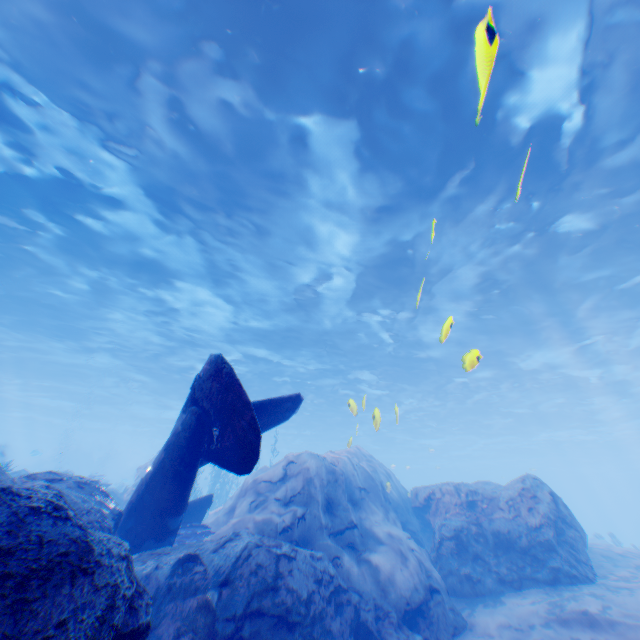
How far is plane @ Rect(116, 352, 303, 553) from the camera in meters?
4.9

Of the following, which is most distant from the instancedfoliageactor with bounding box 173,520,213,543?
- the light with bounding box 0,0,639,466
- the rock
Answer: the light with bounding box 0,0,639,466

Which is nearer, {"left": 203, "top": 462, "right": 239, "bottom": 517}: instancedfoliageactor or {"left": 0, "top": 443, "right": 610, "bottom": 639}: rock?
{"left": 0, "top": 443, "right": 610, "bottom": 639}: rock

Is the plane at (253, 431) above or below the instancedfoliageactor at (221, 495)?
below

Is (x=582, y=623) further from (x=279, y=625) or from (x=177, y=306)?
(x=177, y=306)

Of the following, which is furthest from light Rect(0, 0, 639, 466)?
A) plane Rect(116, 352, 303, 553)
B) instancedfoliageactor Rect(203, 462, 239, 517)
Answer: instancedfoliageactor Rect(203, 462, 239, 517)

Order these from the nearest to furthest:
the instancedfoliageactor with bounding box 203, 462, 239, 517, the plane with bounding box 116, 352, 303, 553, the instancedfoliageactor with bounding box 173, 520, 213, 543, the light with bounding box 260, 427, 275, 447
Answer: the plane with bounding box 116, 352, 303, 553
the instancedfoliageactor with bounding box 173, 520, 213, 543
the instancedfoliageactor with bounding box 203, 462, 239, 517
the light with bounding box 260, 427, 275, 447

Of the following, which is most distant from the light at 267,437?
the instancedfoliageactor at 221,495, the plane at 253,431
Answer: the instancedfoliageactor at 221,495
